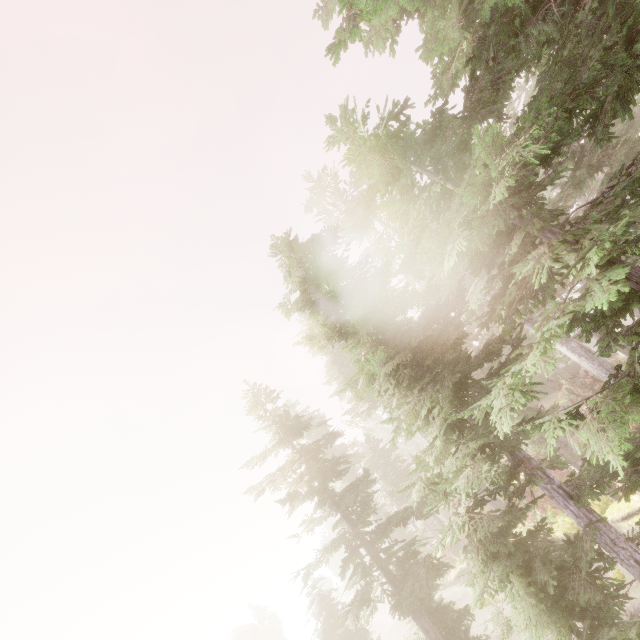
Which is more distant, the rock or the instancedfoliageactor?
the rock

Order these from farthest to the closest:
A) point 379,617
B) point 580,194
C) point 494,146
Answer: point 379,617 → point 580,194 → point 494,146

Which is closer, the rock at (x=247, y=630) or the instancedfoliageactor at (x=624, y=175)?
the instancedfoliageactor at (x=624, y=175)
